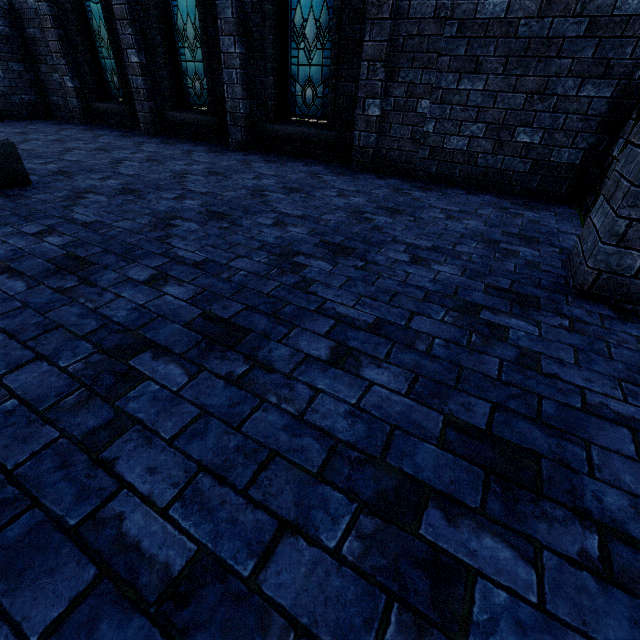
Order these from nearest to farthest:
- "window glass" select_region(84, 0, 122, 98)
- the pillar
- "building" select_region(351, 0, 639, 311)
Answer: "building" select_region(351, 0, 639, 311) → the pillar → "window glass" select_region(84, 0, 122, 98)

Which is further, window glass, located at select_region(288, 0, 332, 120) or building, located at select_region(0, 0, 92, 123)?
building, located at select_region(0, 0, 92, 123)

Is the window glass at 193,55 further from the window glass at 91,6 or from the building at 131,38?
the window glass at 91,6

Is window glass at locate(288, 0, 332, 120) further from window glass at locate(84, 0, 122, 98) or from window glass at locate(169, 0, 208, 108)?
window glass at locate(84, 0, 122, 98)

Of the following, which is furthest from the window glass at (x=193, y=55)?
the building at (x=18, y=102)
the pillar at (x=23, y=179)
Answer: the pillar at (x=23, y=179)

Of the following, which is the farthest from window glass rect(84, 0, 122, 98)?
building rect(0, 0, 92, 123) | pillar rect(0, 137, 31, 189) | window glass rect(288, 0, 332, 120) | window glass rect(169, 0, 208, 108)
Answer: pillar rect(0, 137, 31, 189)

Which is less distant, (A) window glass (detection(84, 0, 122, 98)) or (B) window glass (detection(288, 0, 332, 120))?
(B) window glass (detection(288, 0, 332, 120))

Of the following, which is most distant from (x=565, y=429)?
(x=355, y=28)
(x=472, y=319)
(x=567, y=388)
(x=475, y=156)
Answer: (x=355, y=28)
